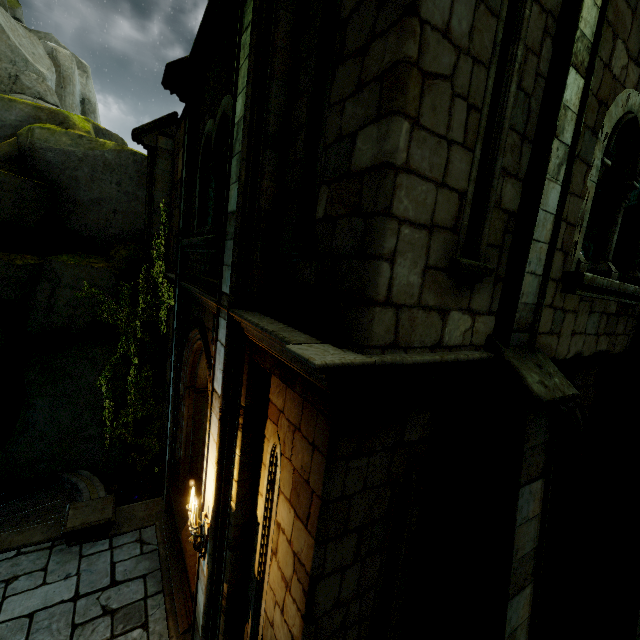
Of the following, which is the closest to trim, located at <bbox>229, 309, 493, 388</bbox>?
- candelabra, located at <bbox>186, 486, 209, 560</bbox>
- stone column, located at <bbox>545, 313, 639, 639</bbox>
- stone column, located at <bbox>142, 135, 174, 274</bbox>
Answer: candelabra, located at <bbox>186, 486, 209, 560</bbox>

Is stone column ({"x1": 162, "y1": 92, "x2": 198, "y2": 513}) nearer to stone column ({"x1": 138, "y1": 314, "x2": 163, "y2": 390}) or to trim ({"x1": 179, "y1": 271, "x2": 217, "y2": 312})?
trim ({"x1": 179, "y1": 271, "x2": 217, "y2": 312})

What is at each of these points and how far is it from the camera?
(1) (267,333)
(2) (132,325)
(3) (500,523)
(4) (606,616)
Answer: (1) trim, 2.73m
(2) plant, 11.45m
(3) stone column, 3.00m
(4) stone column, 5.15m

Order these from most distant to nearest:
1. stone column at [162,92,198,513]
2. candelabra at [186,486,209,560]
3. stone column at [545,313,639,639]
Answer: stone column at [162,92,198,513]
stone column at [545,313,639,639]
candelabra at [186,486,209,560]

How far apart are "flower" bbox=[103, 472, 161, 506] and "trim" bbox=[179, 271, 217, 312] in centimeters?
671cm

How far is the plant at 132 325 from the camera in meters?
9.7

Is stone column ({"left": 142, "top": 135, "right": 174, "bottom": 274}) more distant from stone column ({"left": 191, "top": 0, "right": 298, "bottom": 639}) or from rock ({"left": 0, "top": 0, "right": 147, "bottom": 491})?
stone column ({"left": 191, "top": 0, "right": 298, "bottom": 639})

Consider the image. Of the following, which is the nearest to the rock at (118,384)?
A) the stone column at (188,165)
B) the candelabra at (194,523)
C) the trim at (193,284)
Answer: the stone column at (188,165)
